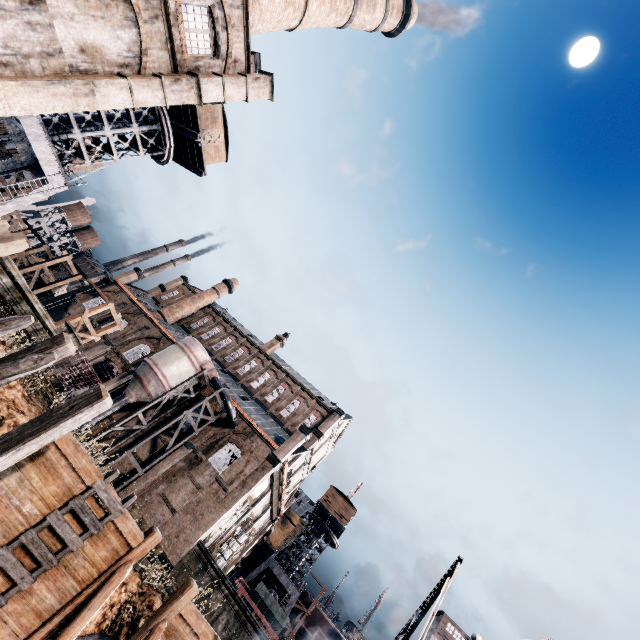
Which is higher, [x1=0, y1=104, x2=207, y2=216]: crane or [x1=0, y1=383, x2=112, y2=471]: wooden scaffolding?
[x1=0, y1=104, x2=207, y2=216]: crane

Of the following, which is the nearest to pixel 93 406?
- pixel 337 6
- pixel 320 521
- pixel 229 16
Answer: pixel 229 16

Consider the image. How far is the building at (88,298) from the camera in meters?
42.1 m

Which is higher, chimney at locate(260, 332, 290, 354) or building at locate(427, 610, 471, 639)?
chimney at locate(260, 332, 290, 354)

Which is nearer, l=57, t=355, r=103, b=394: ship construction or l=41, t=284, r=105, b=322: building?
l=57, t=355, r=103, b=394: ship construction

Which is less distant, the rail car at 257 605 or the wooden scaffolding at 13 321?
the wooden scaffolding at 13 321

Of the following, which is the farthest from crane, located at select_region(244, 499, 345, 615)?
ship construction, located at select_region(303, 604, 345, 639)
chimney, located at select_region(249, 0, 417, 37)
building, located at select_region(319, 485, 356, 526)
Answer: chimney, located at select_region(249, 0, 417, 37)

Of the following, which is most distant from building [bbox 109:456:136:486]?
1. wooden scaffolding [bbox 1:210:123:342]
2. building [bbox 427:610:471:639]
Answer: building [bbox 427:610:471:639]
